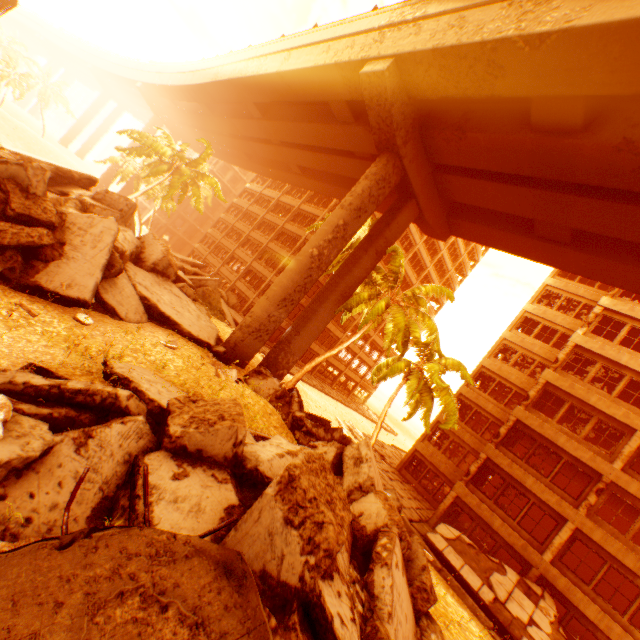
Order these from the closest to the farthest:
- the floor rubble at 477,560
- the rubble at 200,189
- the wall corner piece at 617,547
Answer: the floor rubble at 477,560 < the wall corner piece at 617,547 < the rubble at 200,189

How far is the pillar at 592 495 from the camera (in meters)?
Result: 16.61

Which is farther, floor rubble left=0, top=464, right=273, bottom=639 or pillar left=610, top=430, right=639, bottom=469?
pillar left=610, top=430, right=639, bottom=469

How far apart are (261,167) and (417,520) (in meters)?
38.00

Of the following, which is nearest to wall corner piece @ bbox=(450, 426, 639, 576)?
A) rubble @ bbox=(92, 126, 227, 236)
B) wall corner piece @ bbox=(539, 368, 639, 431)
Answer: rubble @ bbox=(92, 126, 227, 236)

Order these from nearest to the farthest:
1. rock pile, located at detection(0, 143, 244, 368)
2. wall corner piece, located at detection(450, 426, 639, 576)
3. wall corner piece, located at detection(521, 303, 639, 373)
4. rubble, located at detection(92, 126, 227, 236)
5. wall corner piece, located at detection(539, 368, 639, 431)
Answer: rock pile, located at detection(0, 143, 244, 368) < wall corner piece, located at detection(450, 426, 639, 576) < wall corner piece, located at detection(539, 368, 639, 431) < wall corner piece, located at detection(521, 303, 639, 373) < rubble, located at detection(92, 126, 227, 236)

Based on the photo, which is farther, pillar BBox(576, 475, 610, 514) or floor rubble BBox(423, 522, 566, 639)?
pillar BBox(576, 475, 610, 514)

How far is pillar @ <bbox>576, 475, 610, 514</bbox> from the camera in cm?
1661
